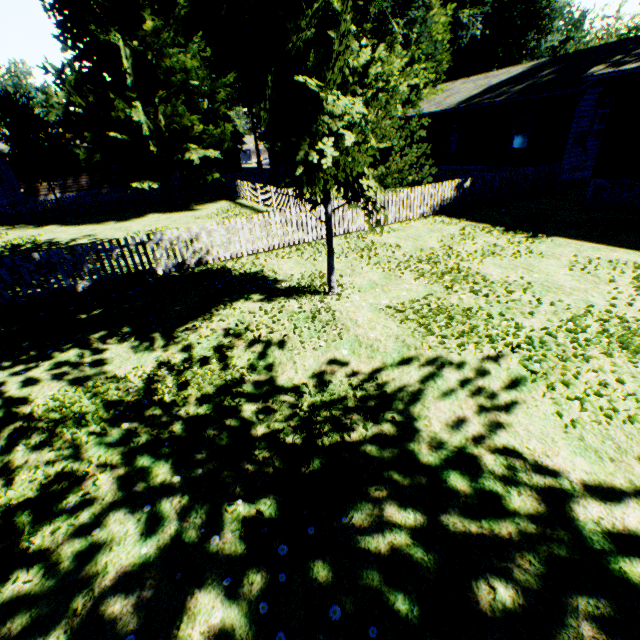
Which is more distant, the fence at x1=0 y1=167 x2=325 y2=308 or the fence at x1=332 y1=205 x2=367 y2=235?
the fence at x1=332 y1=205 x2=367 y2=235

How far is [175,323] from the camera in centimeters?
732cm

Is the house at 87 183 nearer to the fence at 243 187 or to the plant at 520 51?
the fence at 243 187

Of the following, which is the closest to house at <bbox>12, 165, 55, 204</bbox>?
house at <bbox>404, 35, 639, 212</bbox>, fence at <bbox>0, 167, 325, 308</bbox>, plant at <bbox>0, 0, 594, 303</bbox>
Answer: fence at <bbox>0, 167, 325, 308</bbox>

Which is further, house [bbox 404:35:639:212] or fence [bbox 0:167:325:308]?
house [bbox 404:35:639:212]

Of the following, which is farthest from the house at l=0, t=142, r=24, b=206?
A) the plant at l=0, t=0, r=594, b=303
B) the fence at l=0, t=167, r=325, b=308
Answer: the plant at l=0, t=0, r=594, b=303

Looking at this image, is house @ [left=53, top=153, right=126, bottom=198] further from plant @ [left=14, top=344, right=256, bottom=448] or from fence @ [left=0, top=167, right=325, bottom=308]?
plant @ [left=14, top=344, right=256, bottom=448]
